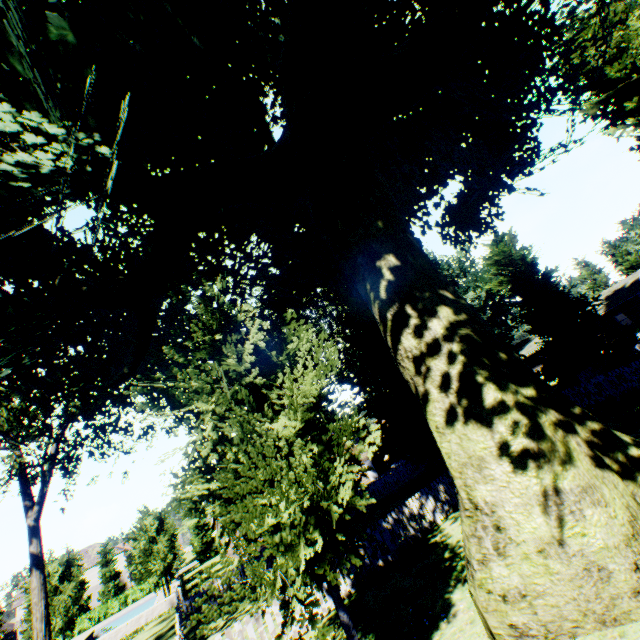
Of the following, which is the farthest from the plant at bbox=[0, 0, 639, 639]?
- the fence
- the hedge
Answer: the hedge

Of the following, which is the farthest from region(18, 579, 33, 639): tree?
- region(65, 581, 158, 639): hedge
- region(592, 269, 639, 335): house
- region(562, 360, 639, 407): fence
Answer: region(592, 269, 639, 335): house

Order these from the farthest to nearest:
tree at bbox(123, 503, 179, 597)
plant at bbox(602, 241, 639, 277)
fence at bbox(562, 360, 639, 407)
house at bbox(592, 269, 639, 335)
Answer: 1. plant at bbox(602, 241, 639, 277)
2. house at bbox(592, 269, 639, 335)
3. tree at bbox(123, 503, 179, 597)
4. fence at bbox(562, 360, 639, 407)

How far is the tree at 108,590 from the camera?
58.5m

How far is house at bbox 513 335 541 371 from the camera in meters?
44.8 m

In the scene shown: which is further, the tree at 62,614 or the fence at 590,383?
the tree at 62,614

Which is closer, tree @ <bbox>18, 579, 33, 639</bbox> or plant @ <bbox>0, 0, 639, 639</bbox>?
plant @ <bbox>0, 0, 639, 639</bbox>

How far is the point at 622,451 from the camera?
6.23m
